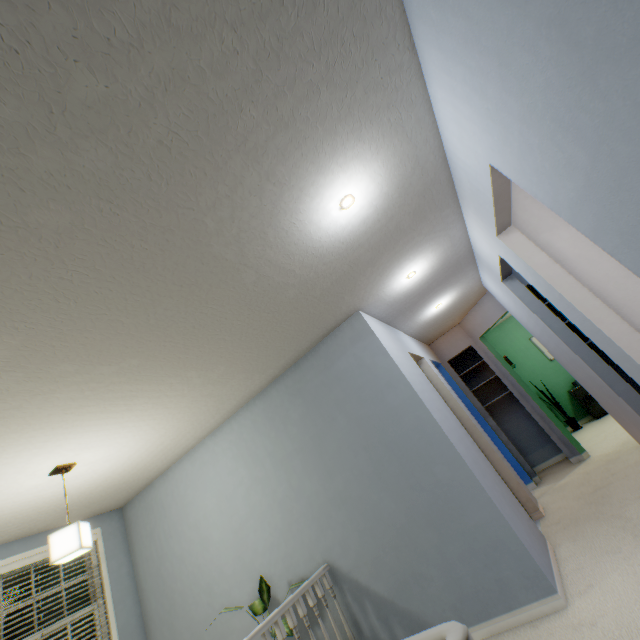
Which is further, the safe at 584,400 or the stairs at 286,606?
the safe at 584,400

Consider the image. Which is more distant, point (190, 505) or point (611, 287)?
point (190, 505)

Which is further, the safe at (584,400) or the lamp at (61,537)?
the safe at (584,400)

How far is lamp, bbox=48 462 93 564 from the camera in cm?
234

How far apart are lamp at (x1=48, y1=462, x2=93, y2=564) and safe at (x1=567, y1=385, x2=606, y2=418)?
7.7m

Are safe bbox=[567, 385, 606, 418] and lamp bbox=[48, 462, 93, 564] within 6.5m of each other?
no

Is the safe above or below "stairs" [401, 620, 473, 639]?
below

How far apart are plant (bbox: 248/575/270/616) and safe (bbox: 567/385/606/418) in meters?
6.1
